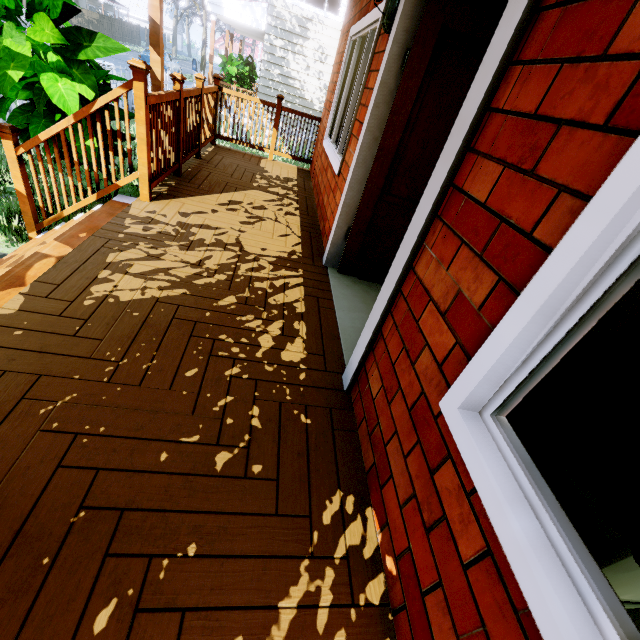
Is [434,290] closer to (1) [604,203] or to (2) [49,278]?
(1) [604,203]

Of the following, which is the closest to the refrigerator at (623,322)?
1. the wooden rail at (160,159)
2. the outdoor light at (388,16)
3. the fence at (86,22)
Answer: the outdoor light at (388,16)

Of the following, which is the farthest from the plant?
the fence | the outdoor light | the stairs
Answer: the outdoor light

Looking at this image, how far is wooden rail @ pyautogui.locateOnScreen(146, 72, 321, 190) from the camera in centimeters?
332cm

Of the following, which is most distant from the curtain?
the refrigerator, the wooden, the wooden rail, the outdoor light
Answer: the wooden

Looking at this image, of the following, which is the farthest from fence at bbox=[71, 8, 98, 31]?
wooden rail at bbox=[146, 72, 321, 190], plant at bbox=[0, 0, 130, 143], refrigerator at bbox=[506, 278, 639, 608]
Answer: refrigerator at bbox=[506, 278, 639, 608]

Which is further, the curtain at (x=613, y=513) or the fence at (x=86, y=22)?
the fence at (x=86, y=22)

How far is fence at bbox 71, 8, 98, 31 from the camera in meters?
33.5 m
